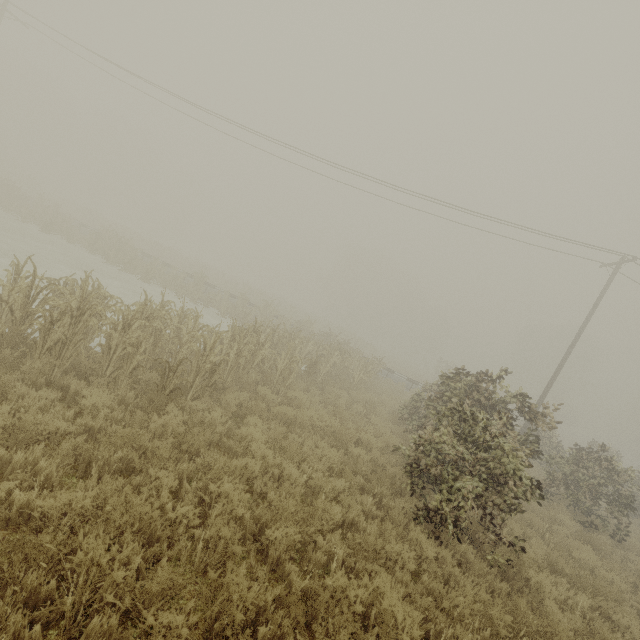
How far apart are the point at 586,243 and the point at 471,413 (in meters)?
14.44
